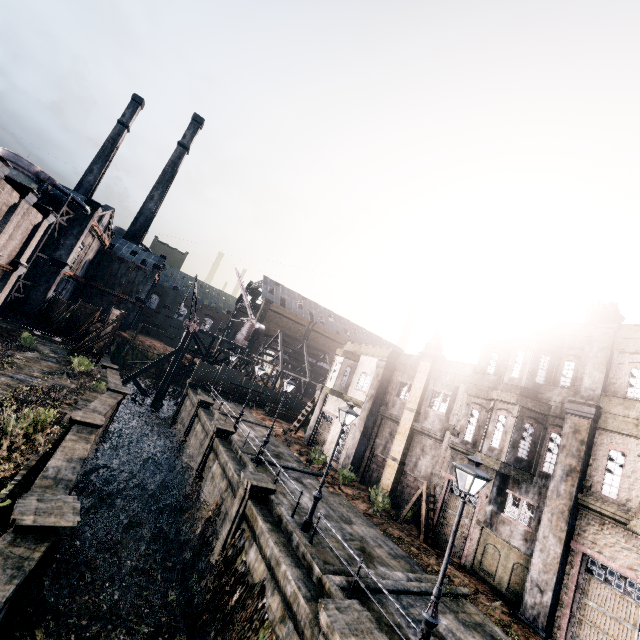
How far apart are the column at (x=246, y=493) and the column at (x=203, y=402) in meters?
15.9

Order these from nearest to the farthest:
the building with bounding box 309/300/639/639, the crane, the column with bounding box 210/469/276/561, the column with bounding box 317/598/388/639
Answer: the column with bounding box 317/598/388/639
the building with bounding box 309/300/639/639
the column with bounding box 210/469/276/561
the crane

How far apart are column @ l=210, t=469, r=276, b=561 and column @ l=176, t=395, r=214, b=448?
15.92m

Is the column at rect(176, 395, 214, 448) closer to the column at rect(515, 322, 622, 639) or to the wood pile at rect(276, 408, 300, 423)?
the wood pile at rect(276, 408, 300, 423)

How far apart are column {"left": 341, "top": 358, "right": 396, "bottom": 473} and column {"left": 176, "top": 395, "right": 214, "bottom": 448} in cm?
1413

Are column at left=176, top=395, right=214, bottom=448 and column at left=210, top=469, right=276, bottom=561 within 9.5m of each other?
no

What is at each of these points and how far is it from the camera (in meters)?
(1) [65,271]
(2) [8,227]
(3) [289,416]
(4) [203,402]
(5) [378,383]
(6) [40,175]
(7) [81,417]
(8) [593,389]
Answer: (1) building, 41.53
(2) building, 19.84
(3) wood pile, 40.28
(4) column, 31.33
(5) column, 25.66
(6) silo, 36.72
(7) column, 16.58
(8) column, 15.11

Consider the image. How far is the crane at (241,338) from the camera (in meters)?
49.92
